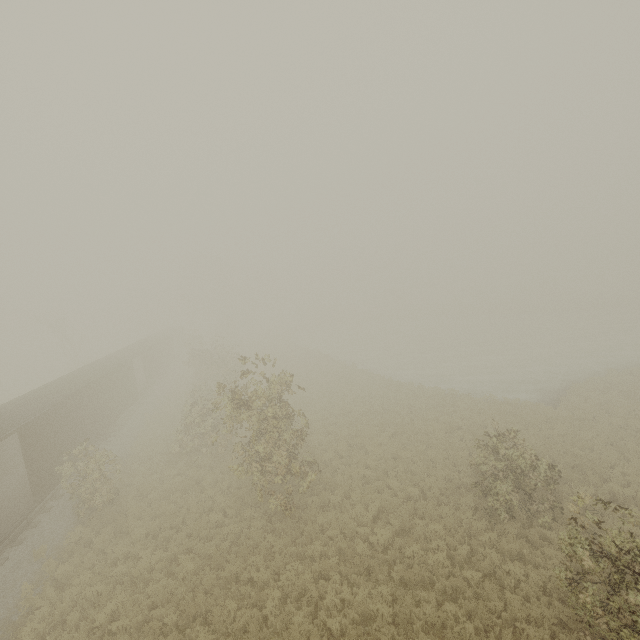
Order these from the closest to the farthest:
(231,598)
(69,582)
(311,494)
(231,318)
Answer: (231,598) < (69,582) < (311,494) < (231,318)
